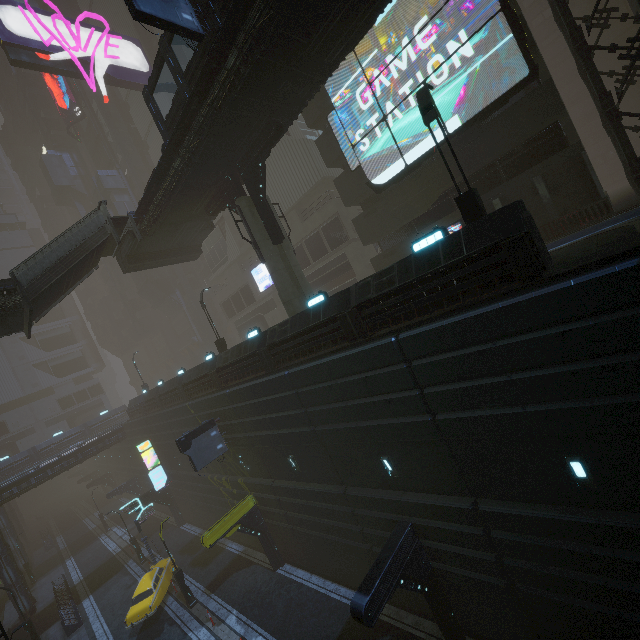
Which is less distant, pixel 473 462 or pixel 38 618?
pixel 473 462

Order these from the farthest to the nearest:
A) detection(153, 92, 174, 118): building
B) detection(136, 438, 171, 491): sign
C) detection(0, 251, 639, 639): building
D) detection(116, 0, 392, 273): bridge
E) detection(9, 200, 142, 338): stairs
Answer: detection(153, 92, 174, 118): building → detection(136, 438, 171, 491): sign → detection(9, 200, 142, 338): stairs → detection(116, 0, 392, 273): bridge → detection(0, 251, 639, 639): building

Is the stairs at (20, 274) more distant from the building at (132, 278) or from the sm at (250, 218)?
the building at (132, 278)

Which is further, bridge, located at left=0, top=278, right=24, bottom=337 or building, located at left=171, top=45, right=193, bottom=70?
building, located at left=171, top=45, right=193, bottom=70

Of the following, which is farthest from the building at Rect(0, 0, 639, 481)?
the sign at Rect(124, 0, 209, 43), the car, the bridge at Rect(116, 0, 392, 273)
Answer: the bridge at Rect(116, 0, 392, 273)

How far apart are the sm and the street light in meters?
9.4

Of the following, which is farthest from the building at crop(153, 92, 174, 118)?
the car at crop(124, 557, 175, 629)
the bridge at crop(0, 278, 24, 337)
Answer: the bridge at crop(0, 278, 24, 337)

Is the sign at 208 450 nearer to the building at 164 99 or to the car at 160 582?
the building at 164 99
